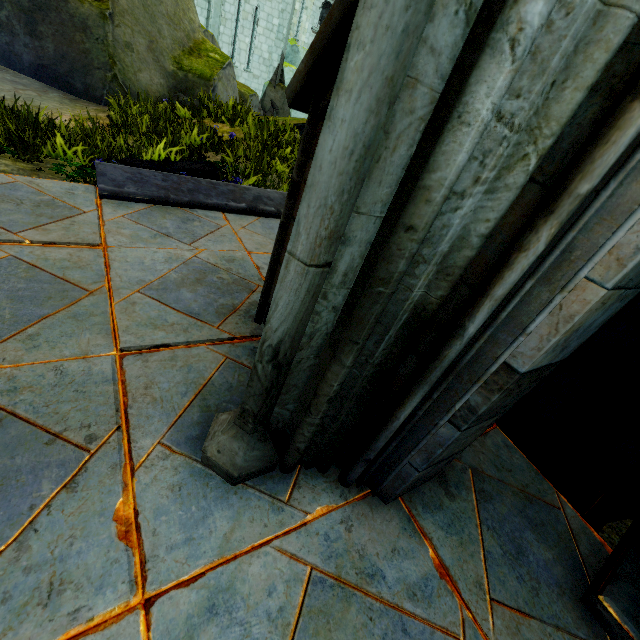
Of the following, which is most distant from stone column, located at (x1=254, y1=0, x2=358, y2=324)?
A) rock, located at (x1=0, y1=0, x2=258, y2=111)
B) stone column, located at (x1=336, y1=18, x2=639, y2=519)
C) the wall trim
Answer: rock, located at (x1=0, y1=0, x2=258, y2=111)

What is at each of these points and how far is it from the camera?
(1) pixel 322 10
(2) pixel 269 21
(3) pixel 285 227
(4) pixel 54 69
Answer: (1) building, 28.7 meters
(2) building, 18.5 meters
(3) stone column, 1.8 meters
(4) rock, 6.4 meters

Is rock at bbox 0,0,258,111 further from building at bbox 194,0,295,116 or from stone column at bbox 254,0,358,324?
stone column at bbox 254,0,358,324

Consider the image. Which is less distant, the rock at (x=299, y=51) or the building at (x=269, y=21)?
the rock at (x=299, y=51)

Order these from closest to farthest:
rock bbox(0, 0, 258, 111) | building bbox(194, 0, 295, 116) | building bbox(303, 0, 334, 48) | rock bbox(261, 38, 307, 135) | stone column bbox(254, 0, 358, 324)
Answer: stone column bbox(254, 0, 358, 324) < rock bbox(0, 0, 258, 111) < rock bbox(261, 38, 307, 135) < building bbox(194, 0, 295, 116) < building bbox(303, 0, 334, 48)

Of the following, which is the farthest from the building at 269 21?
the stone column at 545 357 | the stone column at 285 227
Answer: the stone column at 545 357

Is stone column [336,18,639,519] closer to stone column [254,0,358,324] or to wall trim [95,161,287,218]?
stone column [254,0,358,324]
